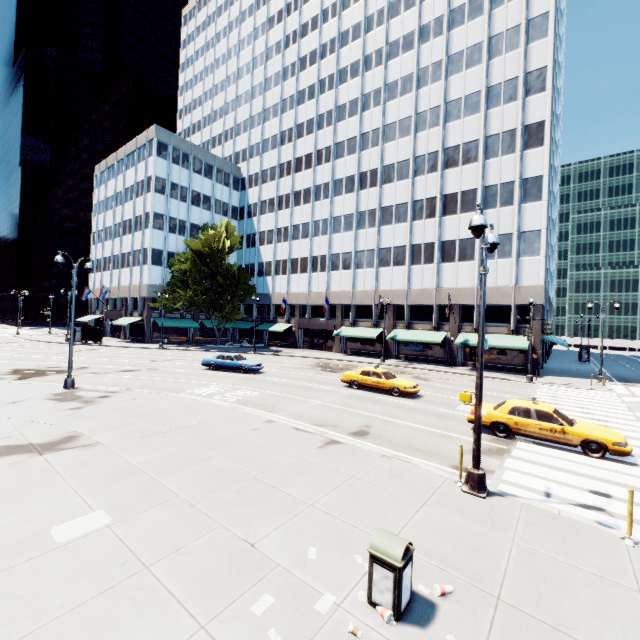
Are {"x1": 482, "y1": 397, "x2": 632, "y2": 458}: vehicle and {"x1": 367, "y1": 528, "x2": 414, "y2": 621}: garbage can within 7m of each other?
no

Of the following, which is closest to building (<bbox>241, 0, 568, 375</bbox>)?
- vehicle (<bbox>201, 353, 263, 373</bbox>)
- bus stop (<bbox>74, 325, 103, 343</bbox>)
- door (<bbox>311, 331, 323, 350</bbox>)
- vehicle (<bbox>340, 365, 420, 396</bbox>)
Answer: door (<bbox>311, 331, 323, 350</bbox>)

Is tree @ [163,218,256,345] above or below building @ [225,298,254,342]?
above

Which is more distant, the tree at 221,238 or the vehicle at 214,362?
the tree at 221,238

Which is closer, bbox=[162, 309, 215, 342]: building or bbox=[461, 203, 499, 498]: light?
bbox=[461, 203, 499, 498]: light

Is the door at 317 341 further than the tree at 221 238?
Yes

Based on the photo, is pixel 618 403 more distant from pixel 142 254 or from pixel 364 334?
pixel 142 254
